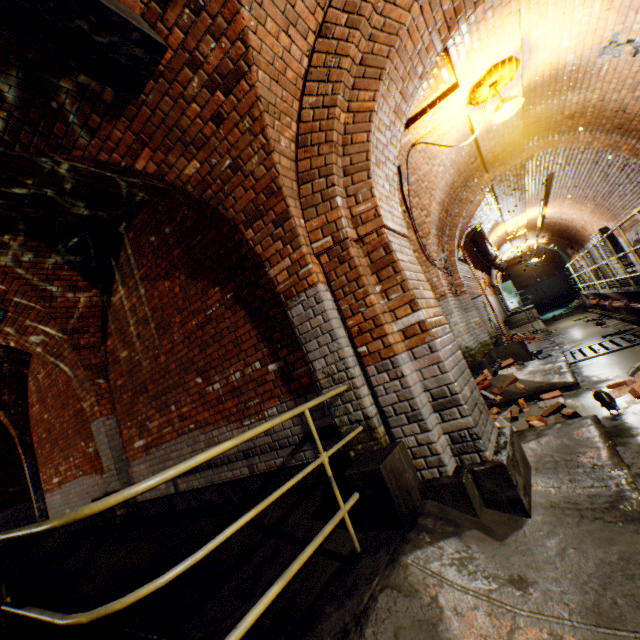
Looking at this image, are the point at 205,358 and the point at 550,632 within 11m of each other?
yes

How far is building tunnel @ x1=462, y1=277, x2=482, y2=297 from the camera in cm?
1036

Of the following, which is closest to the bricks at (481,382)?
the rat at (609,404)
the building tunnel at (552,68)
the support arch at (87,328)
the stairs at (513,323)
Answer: the building tunnel at (552,68)

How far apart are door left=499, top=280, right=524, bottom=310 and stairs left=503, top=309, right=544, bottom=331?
7.7 meters

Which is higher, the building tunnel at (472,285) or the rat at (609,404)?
the building tunnel at (472,285)

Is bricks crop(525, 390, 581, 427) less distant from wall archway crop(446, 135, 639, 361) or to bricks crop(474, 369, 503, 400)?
bricks crop(474, 369, 503, 400)

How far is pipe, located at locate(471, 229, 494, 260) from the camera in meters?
11.2 m

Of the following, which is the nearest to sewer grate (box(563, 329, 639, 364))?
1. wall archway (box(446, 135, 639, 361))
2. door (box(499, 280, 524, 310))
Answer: Answer: wall archway (box(446, 135, 639, 361))
